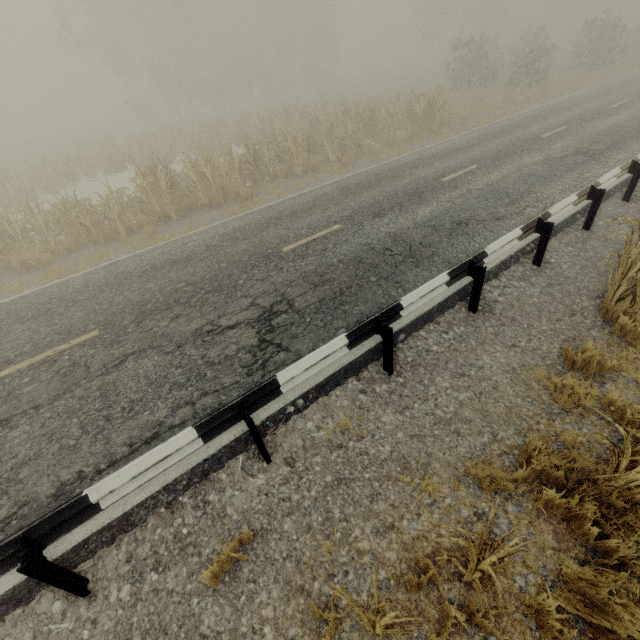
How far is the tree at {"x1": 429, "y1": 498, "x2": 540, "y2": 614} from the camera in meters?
2.1

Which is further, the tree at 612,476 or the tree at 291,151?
the tree at 291,151

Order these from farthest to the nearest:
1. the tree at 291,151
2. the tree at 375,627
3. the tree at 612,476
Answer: the tree at 291,151, the tree at 612,476, the tree at 375,627

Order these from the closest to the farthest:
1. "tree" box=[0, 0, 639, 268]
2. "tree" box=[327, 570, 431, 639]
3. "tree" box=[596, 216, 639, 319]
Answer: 1. "tree" box=[327, 570, 431, 639]
2. "tree" box=[596, 216, 639, 319]
3. "tree" box=[0, 0, 639, 268]

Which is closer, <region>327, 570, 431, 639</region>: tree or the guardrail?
<region>327, 570, 431, 639</region>: tree

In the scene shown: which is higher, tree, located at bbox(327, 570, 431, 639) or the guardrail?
the guardrail

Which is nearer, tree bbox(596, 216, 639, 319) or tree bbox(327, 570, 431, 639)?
tree bbox(327, 570, 431, 639)

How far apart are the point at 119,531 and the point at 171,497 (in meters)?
0.56
